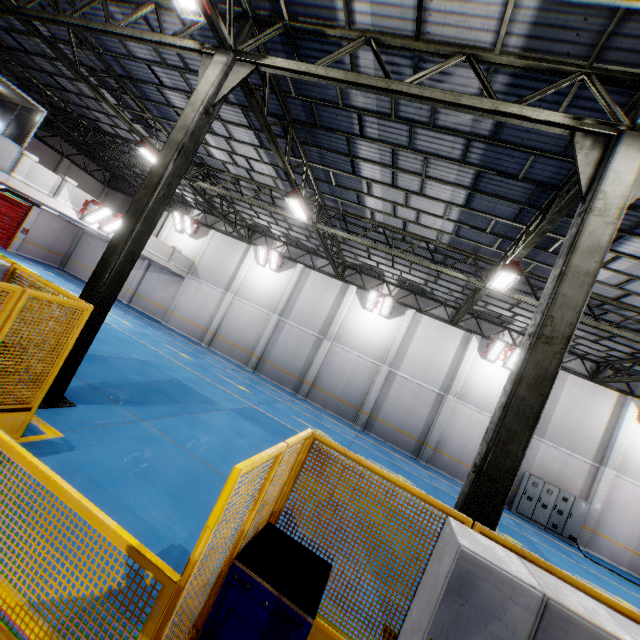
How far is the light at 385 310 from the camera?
19.3 meters

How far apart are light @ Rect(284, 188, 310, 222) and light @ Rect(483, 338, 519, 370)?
12.1 meters

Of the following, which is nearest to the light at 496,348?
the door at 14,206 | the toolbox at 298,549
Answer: the toolbox at 298,549

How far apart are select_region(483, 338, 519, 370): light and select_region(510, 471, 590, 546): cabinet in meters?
5.7

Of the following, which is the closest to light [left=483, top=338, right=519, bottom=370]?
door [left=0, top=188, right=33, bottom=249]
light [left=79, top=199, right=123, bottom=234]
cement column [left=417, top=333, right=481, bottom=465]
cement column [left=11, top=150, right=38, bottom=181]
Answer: cement column [left=417, top=333, right=481, bottom=465]

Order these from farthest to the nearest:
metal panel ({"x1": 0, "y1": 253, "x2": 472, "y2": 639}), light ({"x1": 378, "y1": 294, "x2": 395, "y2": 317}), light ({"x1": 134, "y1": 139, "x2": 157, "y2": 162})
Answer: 1. light ({"x1": 378, "y1": 294, "x2": 395, "y2": 317})
2. light ({"x1": 134, "y1": 139, "x2": 157, "y2": 162})
3. metal panel ({"x1": 0, "y1": 253, "x2": 472, "y2": 639})

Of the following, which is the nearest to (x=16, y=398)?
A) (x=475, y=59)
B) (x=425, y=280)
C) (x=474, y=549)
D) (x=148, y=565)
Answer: (x=148, y=565)

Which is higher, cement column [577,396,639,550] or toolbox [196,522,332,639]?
cement column [577,396,639,550]
